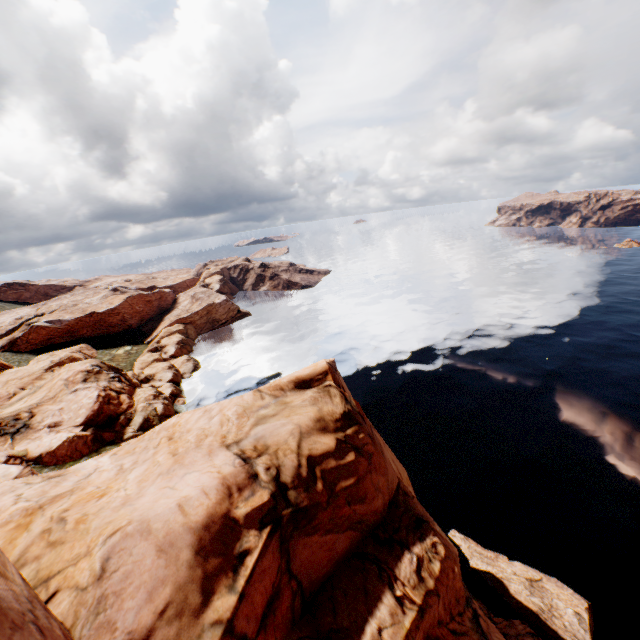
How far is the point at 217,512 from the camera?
10.3 meters
